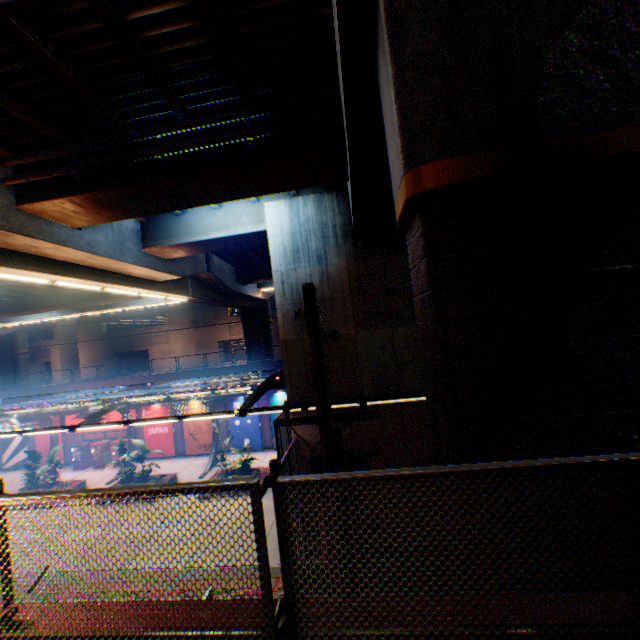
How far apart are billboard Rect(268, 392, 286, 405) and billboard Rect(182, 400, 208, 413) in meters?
4.8 m

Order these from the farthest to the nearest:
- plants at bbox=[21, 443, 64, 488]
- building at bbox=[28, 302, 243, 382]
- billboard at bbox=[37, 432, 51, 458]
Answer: building at bbox=[28, 302, 243, 382], billboard at bbox=[37, 432, 51, 458], plants at bbox=[21, 443, 64, 488]

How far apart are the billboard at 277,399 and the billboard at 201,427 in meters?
4.8

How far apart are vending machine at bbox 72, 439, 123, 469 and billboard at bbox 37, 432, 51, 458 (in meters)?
3.41

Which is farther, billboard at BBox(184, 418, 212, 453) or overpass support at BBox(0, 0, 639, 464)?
billboard at BBox(184, 418, 212, 453)

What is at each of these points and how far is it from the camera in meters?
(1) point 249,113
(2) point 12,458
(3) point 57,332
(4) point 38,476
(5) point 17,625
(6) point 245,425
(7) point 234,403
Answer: (1) pipe, 8.0 m
(2) billboard, 28.6 m
(3) building, 51.2 m
(4) plants, 20.7 m
(5) metal fence, 2.5 m
(6) billboard, 26.1 m
(7) billboard, 26.2 m

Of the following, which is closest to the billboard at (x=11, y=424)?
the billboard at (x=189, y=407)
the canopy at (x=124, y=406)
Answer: the canopy at (x=124, y=406)

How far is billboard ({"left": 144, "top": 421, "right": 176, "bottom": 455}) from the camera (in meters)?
26.83
